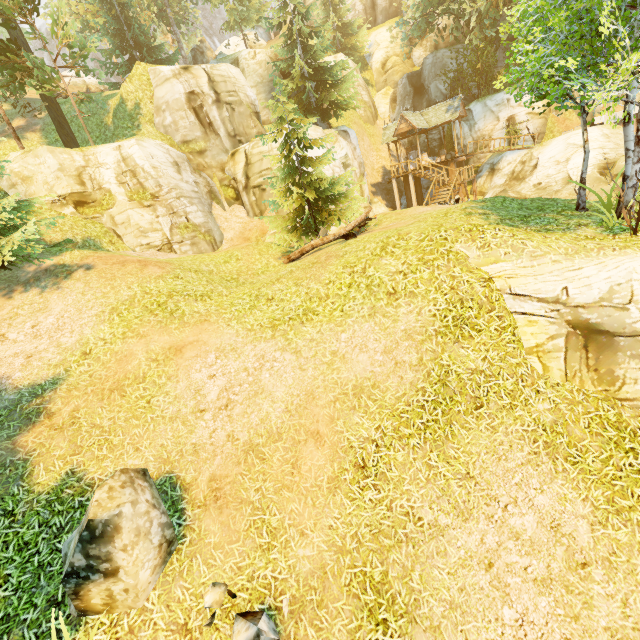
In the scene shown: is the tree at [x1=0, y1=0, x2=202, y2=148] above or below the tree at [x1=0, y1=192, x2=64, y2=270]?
above

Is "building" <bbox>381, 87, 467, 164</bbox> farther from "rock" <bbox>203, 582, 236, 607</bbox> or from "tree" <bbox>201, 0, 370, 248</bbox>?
"rock" <bbox>203, 582, 236, 607</bbox>

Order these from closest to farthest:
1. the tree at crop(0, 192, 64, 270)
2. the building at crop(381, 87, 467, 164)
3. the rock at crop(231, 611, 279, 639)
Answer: the rock at crop(231, 611, 279, 639) < the tree at crop(0, 192, 64, 270) < the building at crop(381, 87, 467, 164)

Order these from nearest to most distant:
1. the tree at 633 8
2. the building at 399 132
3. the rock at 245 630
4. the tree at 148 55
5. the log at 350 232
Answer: the rock at 245 630, the tree at 633 8, the log at 350 232, the tree at 148 55, the building at 399 132

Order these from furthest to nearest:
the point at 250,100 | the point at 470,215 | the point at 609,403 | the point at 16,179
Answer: the point at 250,100, the point at 16,179, the point at 470,215, the point at 609,403

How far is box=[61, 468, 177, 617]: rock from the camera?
4.53m

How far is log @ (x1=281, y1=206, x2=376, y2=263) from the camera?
12.41m

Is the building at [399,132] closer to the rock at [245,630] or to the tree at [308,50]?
the tree at [308,50]
